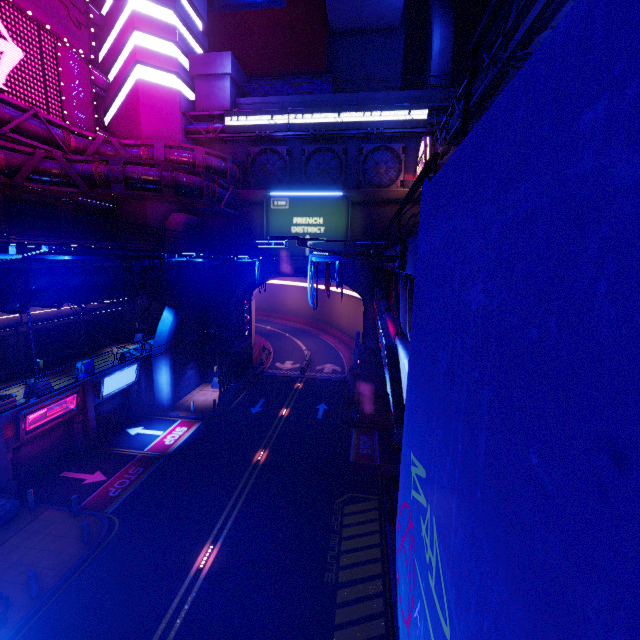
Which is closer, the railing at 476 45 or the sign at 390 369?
the railing at 476 45

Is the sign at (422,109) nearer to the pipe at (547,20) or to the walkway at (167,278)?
the pipe at (547,20)

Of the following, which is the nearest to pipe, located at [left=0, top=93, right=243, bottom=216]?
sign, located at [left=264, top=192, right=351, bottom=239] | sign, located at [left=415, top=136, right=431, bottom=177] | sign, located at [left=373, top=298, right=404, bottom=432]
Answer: sign, located at [left=415, top=136, right=431, bottom=177]

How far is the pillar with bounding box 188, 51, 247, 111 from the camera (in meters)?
29.12

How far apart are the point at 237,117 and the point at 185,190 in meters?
11.6

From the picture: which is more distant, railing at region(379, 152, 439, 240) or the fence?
the fence

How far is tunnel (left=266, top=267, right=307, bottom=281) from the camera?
32.4m

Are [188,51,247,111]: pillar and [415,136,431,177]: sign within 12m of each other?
no
